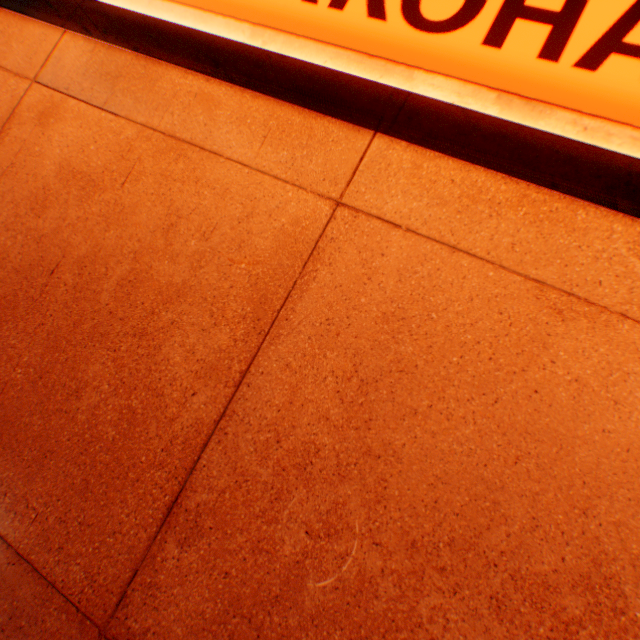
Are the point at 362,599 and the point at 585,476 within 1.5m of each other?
yes
